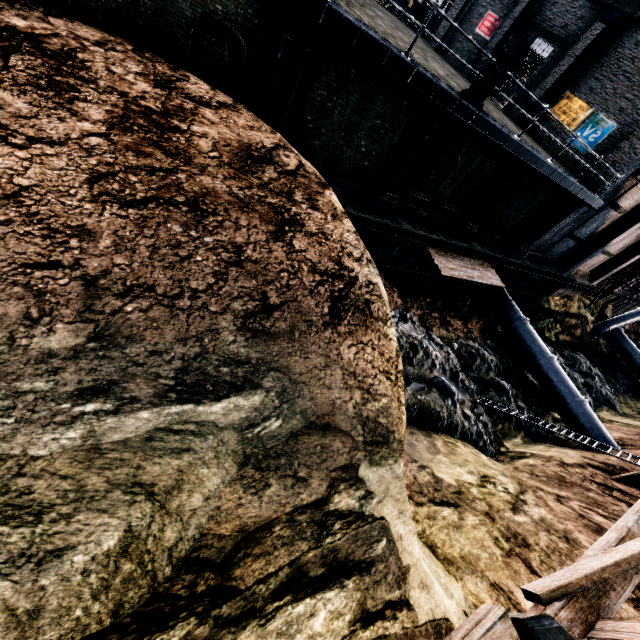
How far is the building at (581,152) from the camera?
17.9m

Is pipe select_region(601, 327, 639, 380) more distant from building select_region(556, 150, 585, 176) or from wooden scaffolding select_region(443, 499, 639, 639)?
wooden scaffolding select_region(443, 499, 639, 639)

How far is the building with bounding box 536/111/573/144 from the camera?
19.00m

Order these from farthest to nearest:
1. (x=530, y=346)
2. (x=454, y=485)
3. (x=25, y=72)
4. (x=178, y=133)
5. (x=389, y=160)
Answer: (x=530, y=346)
(x=389, y=160)
(x=454, y=485)
(x=178, y=133)
(x=25, y=72)

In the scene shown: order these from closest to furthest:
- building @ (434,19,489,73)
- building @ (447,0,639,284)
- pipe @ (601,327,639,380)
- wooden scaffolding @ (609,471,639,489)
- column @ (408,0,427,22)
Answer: wooden scaffolding @ (609,471,639,489) → building @ (447,0,639,284) → building @ (434,19,489,73) → column @ (408,0,427,22) → pipe @ (601,327,639,380)

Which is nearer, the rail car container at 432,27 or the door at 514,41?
the door at 514,41

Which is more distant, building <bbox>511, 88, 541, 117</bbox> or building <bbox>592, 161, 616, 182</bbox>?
building <bbox>511, 88, 541, 117</bbox>
